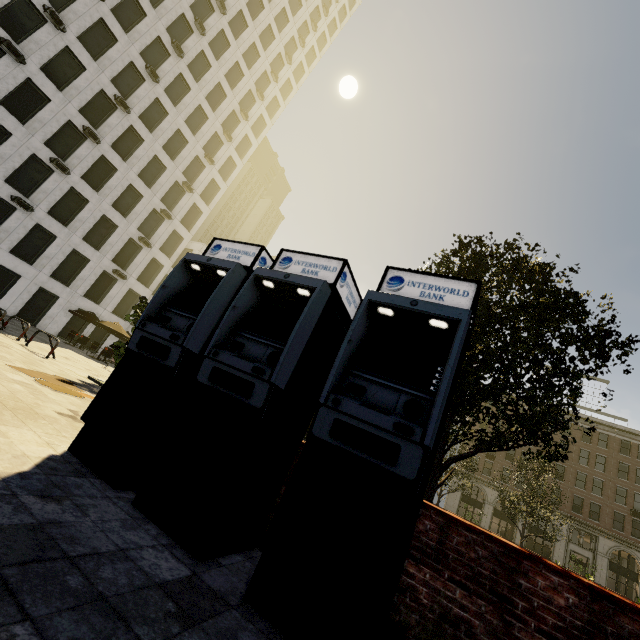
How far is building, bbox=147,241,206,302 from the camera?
37.2m

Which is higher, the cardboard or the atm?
the atm

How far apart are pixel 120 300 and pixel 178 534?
34.8 meters

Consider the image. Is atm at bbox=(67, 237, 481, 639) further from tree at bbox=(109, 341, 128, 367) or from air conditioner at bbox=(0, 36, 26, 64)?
air conditioner at bbox=(0, 36, 26, 64)

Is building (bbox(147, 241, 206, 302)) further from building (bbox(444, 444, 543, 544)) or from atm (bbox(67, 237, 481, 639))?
atm (bbox(67, 237, 481, 639))

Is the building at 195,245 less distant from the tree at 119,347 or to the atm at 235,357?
the tree at 119,347

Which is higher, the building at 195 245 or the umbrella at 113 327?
Result: the building at 195 245

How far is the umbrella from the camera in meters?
22.6 m
